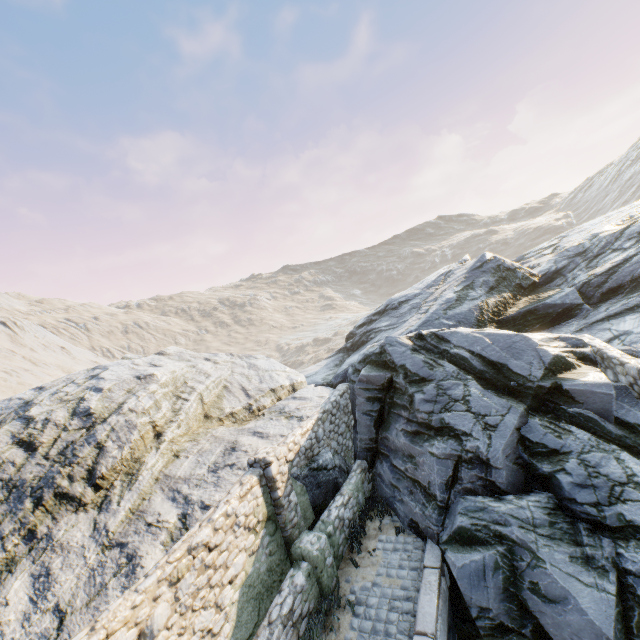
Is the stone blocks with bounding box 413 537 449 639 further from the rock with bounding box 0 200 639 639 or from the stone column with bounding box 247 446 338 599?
the stone column with bounding box 247 446 338 599

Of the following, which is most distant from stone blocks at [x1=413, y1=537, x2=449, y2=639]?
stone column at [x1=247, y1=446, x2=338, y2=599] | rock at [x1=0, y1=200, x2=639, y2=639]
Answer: stone column at [x1=247, y1=446, x2=338, y2=599]

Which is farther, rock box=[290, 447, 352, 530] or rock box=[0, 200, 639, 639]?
rock box=[290, 447, 352, 530]

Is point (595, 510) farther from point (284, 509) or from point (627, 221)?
point (627, 221)

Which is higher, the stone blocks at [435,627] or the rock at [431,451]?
the rock at [431,451]

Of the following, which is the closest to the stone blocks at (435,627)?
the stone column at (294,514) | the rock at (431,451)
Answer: the rock at (431,451)

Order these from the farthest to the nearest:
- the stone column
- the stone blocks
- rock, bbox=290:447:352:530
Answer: rock, bbox=290:447:352:530 → the stone column → the stone blocks

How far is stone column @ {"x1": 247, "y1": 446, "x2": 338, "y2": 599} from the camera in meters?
7.1 m
